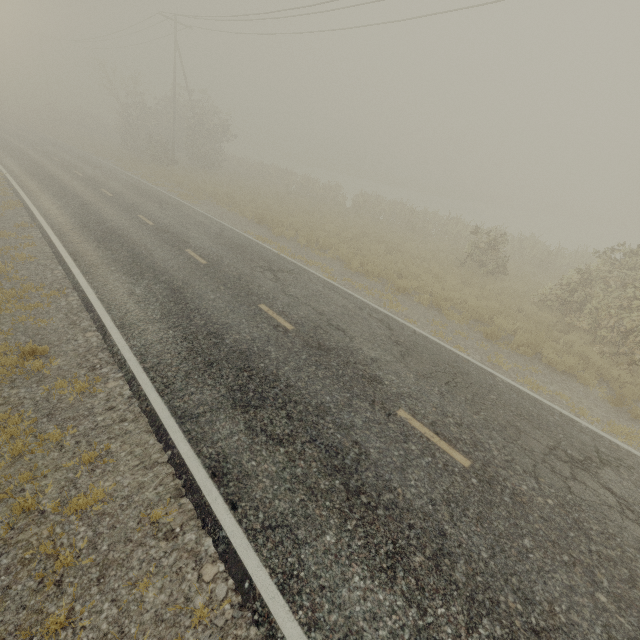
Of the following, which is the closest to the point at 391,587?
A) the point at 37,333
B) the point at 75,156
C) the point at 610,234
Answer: the point at 37,333
